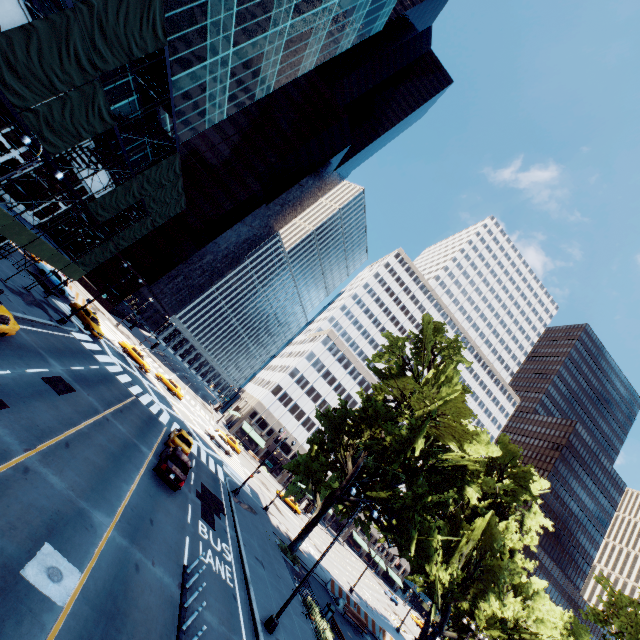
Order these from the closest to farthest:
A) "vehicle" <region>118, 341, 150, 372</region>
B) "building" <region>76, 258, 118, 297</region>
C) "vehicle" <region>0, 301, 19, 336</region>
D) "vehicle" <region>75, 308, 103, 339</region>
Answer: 1. "vehicle" <region>0, 301, 19, 336</region>
2. "vehicle" <region>75, 308, 103, 339</region>
3. "vehicle" <region>118, 341, 150, 372</region>
4. "building" <region>76, 258, 118, 297</region>

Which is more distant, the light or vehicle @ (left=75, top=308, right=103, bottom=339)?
vehicle @ (left=75, top=308, right=103, bottom=339)

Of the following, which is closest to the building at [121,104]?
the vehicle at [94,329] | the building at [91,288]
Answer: the vehicle at [94,329]

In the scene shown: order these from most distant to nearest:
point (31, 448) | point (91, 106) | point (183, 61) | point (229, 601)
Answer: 1. point (183, 61)
2. point (91, 106)
3. point (229, 601)
4. point (31, 448)

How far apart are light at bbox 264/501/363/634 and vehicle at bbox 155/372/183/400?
35.87m

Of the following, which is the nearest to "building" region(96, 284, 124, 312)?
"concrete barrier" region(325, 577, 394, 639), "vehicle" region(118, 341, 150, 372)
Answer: "vehicle" region(118, 341, 150, 372)

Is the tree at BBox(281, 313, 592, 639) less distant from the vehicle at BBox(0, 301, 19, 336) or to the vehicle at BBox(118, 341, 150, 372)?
the vehicle at BBox(0, 301, 19, 336)

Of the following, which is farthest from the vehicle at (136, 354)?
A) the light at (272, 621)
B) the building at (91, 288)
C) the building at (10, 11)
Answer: the light at (272, 621)
